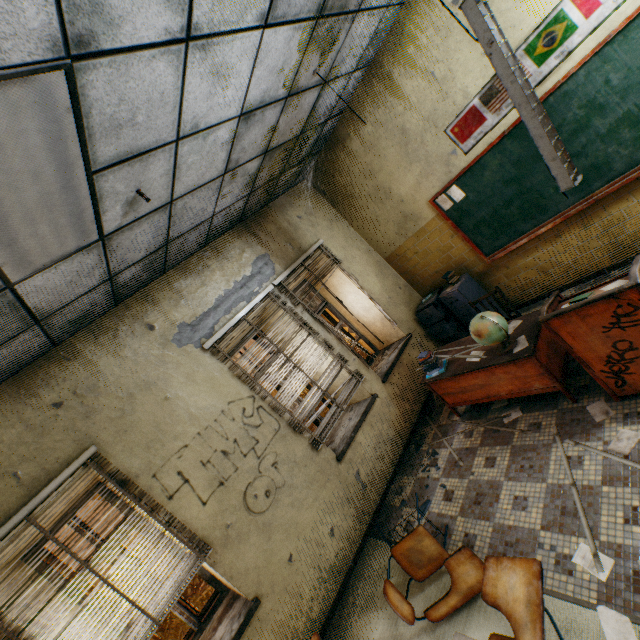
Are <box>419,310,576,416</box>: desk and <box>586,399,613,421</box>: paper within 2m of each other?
yes

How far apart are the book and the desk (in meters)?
0.02

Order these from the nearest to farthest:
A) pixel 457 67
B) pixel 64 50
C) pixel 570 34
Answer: pixel 64 50 → pixel 570 34 → pixel 457 67

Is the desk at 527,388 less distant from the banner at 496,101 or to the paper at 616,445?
the paper at 616,445

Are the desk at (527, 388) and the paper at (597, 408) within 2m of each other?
yes

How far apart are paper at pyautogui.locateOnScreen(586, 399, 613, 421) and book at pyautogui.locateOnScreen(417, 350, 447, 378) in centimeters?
139cm

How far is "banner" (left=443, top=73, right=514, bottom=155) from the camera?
3.55m

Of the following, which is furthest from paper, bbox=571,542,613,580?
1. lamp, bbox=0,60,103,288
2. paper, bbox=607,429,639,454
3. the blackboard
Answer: lamp, bbox=0,60,103,288
